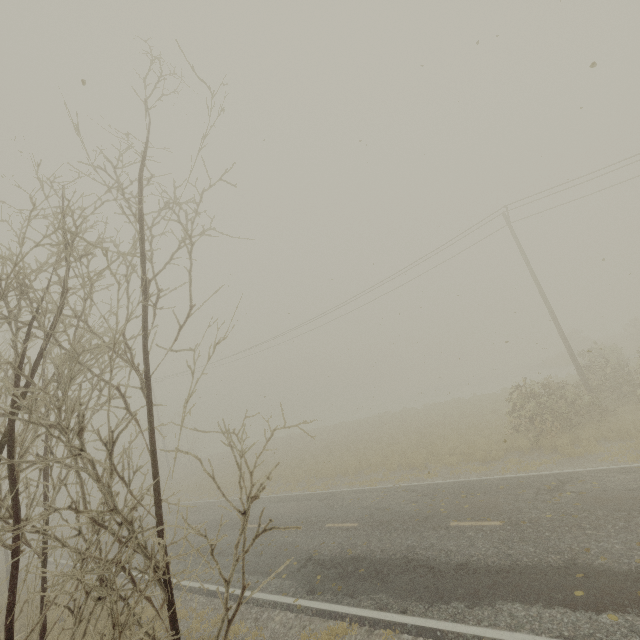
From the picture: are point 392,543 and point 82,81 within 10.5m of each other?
no
